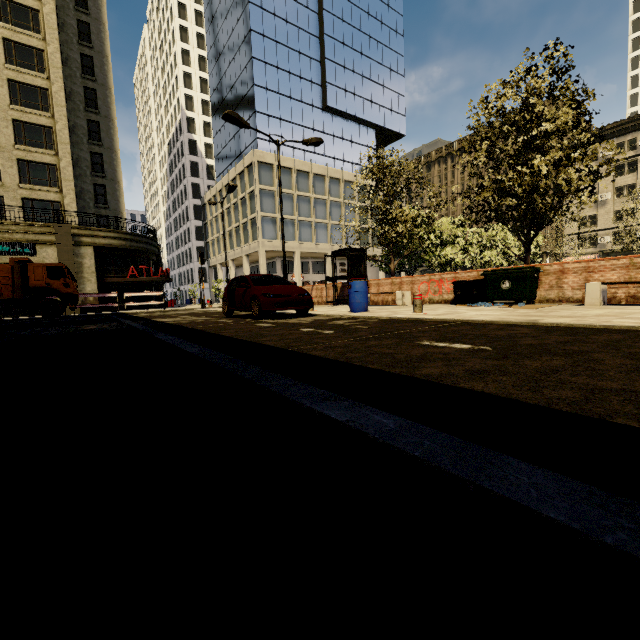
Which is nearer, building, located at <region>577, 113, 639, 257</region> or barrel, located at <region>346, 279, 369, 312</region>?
barrel, located at <region>346, 279, 369, 312</region>

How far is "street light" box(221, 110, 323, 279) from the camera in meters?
12.8

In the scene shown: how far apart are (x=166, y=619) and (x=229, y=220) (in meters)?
46.70

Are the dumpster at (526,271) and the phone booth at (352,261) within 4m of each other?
no

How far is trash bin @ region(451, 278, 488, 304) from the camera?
10.8 meters

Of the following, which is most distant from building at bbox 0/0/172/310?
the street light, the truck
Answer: the street light

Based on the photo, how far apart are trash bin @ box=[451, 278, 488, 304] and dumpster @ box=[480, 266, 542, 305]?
0.2m

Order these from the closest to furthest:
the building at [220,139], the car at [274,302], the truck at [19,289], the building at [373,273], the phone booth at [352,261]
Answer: the car at [274,302] < the phone booth at [352,261] < the truck at [19,289] < the building at [220,139] < the building at [373,273]
